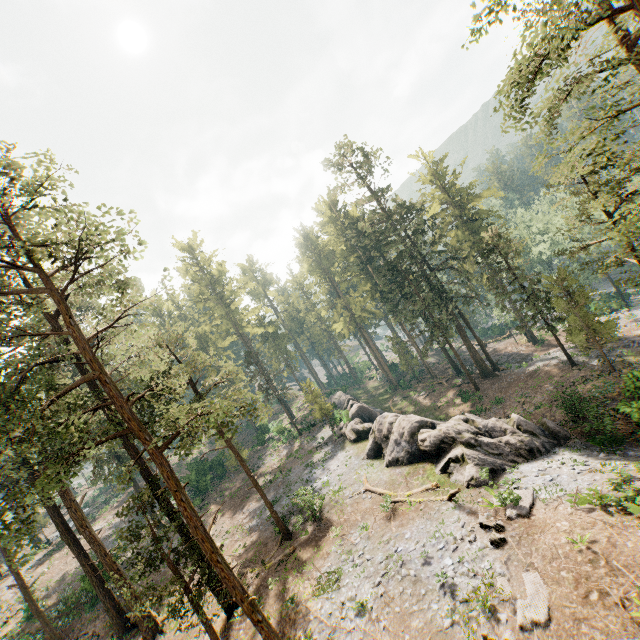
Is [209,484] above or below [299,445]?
above

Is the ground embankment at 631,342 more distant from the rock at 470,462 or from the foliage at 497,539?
the rock at 470,462

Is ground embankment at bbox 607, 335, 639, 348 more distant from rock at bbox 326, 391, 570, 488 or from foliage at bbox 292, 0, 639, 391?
rock at bbox 326, 391, 570, 488

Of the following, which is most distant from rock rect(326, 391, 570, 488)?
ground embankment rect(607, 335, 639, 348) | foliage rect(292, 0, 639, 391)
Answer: ground embankment rect(607, 335, 639, 348)

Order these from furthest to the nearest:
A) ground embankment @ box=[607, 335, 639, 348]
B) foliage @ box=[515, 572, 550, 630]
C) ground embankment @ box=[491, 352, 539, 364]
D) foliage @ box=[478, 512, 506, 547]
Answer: ground embankment @ box=[491, 352, 539, 364] < ground embankment @ box=[607, 335, 639, 348] < foliage @ box=[478, 512, 506, 547] < foliage @ box=[515, 572, 550, 630]

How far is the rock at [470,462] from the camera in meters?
20.0 m

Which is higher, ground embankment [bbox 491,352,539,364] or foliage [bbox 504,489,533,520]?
foliage [bbox 504,489,533,520]
